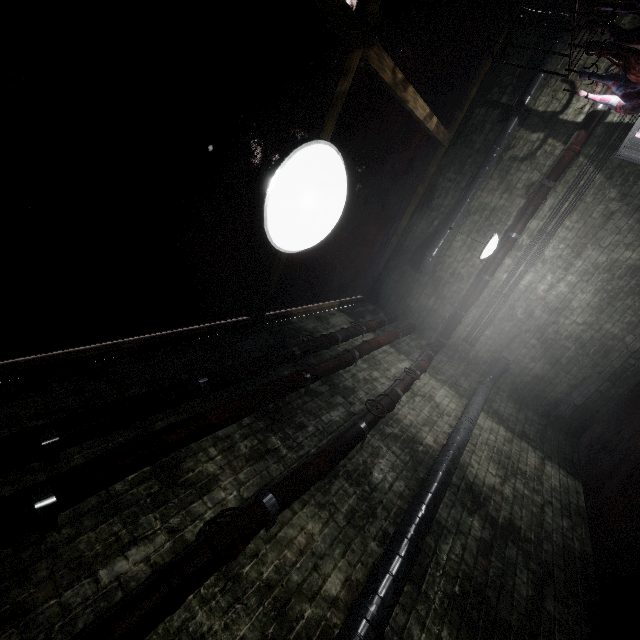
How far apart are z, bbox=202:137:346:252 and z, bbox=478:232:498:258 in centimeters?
324cm

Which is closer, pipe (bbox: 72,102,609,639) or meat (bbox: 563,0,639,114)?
pipe (bbox: 72,102,609,639)

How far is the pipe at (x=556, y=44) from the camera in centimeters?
438cm

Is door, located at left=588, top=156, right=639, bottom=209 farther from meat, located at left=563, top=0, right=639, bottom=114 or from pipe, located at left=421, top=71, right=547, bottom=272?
meat, located at left=563, top=0, right=639, bottom=114

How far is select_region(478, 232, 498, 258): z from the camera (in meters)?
3.65

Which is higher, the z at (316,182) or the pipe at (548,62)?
the pipe at (548,62)

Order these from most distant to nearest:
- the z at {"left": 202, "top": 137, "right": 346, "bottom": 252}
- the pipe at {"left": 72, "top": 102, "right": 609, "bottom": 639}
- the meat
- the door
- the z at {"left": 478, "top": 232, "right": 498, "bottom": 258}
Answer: the door, the z at {"left": 478, "top": 232, "right": 498, "bottom": 258}, the meat, the pipe at {"left": 72, "top": 102, "right": 609, "bottom": 639}, the z at {"left": 202, "top": 137, "right": 346, "bottom": 252}

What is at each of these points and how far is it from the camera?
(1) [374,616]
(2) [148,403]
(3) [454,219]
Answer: (1) pipe, 1.8 meters
(2) pipe, 2.4 meters
(3) pipe, 5.5 meters
